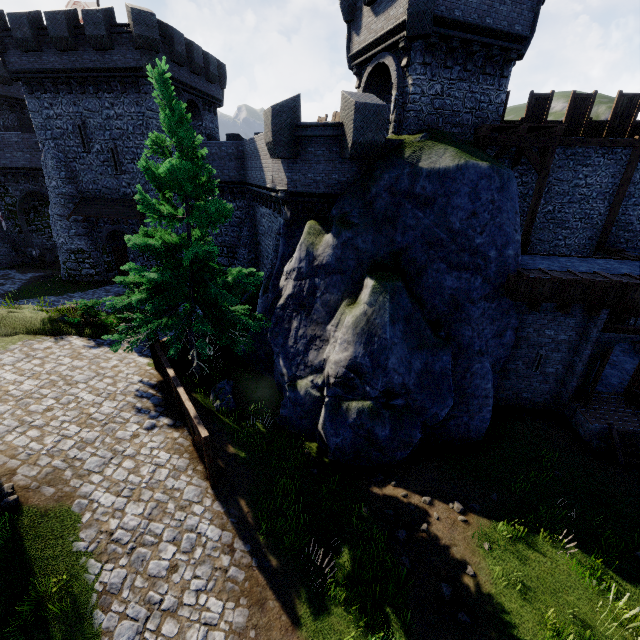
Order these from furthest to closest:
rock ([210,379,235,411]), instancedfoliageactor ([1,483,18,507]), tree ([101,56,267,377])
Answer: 1. rock ([210,379,235,411])
2. tree ([101,56,267,377])
3. instancedfoliageactor ([1,483,18,507])

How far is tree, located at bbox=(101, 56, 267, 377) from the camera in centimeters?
1015cm

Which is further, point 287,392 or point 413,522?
point 287,392

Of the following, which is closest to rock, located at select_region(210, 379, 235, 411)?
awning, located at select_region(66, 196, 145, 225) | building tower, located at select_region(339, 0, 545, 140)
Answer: building tower, located at select_region(339, 0, 545, 140)

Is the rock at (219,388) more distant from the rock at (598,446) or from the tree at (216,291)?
Result: the rock at (598,446)

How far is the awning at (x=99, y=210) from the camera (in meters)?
23.81

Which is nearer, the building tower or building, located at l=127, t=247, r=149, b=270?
the building tower

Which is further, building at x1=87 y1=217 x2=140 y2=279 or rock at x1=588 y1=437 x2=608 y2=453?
building at x1=87 y1=217 x2=140 y2=279
